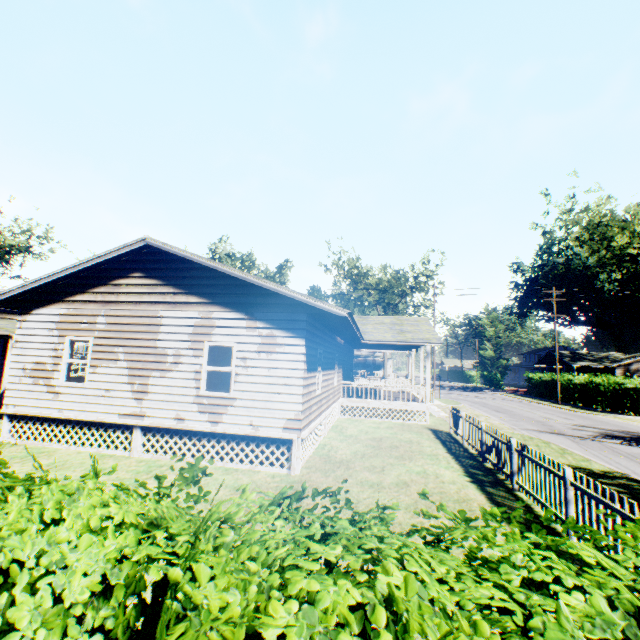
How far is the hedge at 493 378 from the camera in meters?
55.5

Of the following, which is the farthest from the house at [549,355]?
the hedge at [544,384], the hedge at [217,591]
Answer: the hedge at [217,591]

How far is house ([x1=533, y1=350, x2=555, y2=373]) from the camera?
50.07m

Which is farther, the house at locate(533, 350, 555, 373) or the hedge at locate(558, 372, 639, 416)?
the house at locate(533, 350, 555, 373)

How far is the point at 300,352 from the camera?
9.23m

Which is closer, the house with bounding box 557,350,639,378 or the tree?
the house with bounding box 557,350,639,378

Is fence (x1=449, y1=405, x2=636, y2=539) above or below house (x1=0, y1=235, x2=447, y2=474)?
below

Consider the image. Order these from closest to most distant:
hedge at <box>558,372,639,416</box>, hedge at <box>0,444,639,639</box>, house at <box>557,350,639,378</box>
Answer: hedge at <box>0,444,639,639</box>, hedge at <box>558,372,639,416</box>, house at <box>557,350,639,378</box>
